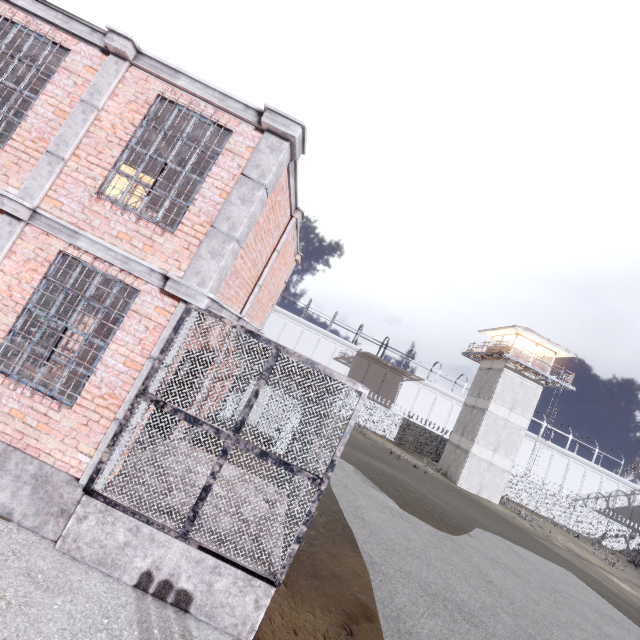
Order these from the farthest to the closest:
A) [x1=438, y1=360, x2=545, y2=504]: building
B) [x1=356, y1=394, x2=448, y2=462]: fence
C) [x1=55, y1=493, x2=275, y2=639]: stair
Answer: [x1=356, y1=394, x2=448, y2=462]: fence → [x1=438, y1=360, x2=545, y2=504]: building → [x1=55, y1=493, x2=275, y2=639]: stair

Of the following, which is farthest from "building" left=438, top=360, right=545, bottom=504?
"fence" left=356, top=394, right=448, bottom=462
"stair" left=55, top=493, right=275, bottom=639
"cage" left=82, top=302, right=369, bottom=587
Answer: "stair" left=55, top=493, right=275, bottom=639

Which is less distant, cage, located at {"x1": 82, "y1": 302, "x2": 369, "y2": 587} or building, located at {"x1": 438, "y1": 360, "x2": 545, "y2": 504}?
cage, located at {"x1": 82, "y1": 302, "x2": 369, "y2": 587}

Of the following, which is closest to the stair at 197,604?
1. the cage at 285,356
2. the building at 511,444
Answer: the cage at 285,356

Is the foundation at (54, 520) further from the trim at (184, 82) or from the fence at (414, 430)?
the fence at (414, 430)

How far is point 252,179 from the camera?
5.2m

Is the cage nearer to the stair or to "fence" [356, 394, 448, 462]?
the stair

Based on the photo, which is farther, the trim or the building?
the building
